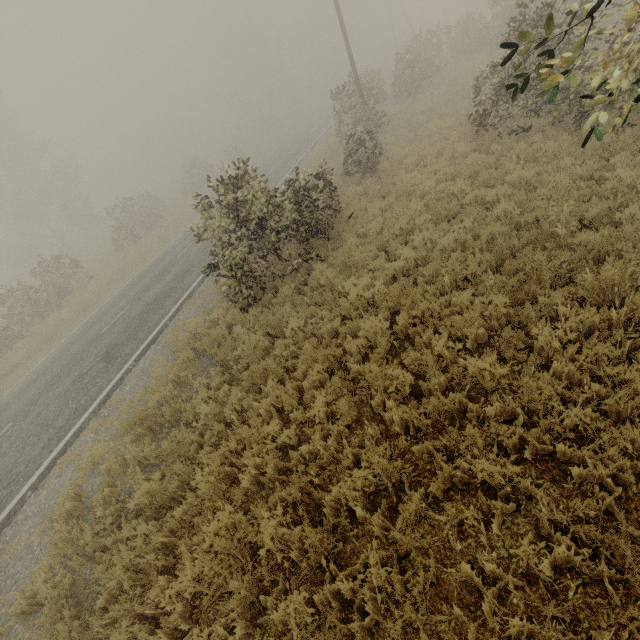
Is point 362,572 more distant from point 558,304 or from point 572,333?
point 558,304

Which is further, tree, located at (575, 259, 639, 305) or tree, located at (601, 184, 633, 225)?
tree, located at (601, 184, 633, 225)

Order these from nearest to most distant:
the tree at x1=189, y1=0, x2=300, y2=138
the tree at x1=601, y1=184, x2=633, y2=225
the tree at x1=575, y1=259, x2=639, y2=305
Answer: the tree at x1=575, y1=259, x2=639, y2=305, the tree at x1=601, y1=184, x2=633, y2=225, the tree at x1=189, y1=0, x2=300, y2=138

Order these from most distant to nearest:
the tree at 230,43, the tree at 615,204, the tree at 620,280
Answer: the tree at 230,43 → the tree at 615,204 → the tree at 620,280

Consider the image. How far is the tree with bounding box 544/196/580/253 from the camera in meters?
6.0

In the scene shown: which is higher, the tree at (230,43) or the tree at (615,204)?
the tree at (230,43)

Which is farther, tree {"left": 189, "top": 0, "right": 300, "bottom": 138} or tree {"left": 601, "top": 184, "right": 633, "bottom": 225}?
tree {"left": 189, "top": 0, "right": 300, "bottom": 138}
